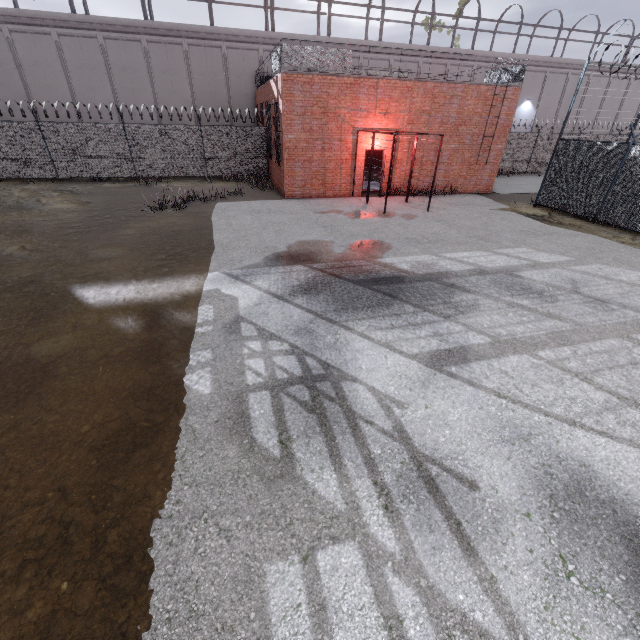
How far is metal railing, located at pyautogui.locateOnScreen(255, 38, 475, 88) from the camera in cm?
1306

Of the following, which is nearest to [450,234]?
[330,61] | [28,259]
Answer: [330,61]

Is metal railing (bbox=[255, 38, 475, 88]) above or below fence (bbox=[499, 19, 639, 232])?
above

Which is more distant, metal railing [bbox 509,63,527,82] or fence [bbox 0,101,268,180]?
fence [bbox 0,101,268,180]

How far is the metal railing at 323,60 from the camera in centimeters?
1306cm

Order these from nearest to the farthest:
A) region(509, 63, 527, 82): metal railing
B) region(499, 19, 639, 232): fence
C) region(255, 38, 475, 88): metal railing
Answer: region(499, 19, 639, 232): fence < region(255, 38, 475, 88): metal railing < region(509, 63, 527, 82): metal railing
